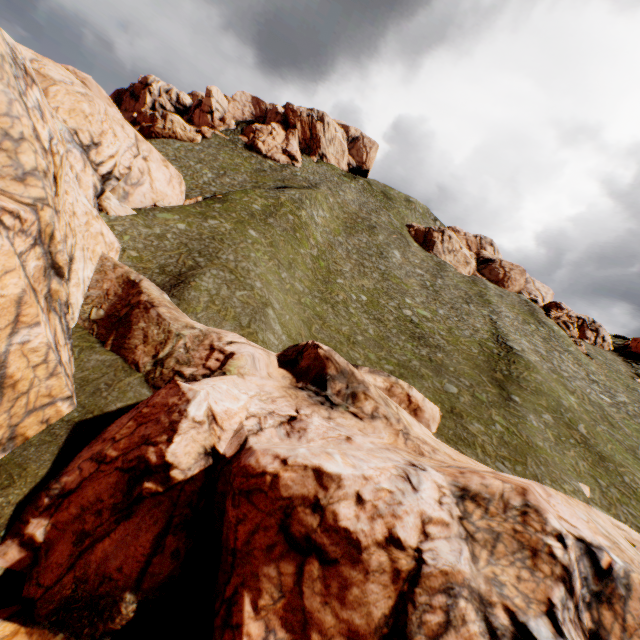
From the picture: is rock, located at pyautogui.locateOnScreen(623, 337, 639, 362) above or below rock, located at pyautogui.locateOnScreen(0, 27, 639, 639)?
above

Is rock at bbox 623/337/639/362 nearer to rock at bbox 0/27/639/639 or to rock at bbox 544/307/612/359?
rock at bbox 544/307/612/359

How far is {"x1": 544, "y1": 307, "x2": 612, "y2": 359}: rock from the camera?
52.01m

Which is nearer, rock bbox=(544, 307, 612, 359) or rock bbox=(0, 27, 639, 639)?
rock bbox=(0, 27, 639, 639)

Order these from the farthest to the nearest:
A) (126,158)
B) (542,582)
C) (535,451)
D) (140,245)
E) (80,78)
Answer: (126,158) < (80,78) < (140,245) < (535,451) < (542,582)

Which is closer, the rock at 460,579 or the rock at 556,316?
the rock at 460,579

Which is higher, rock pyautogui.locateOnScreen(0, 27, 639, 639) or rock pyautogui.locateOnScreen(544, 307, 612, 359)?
rock pyautogui.locateOnScreen(544, 307, 612, 359)

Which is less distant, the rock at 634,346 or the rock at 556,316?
the rock at 556,316
